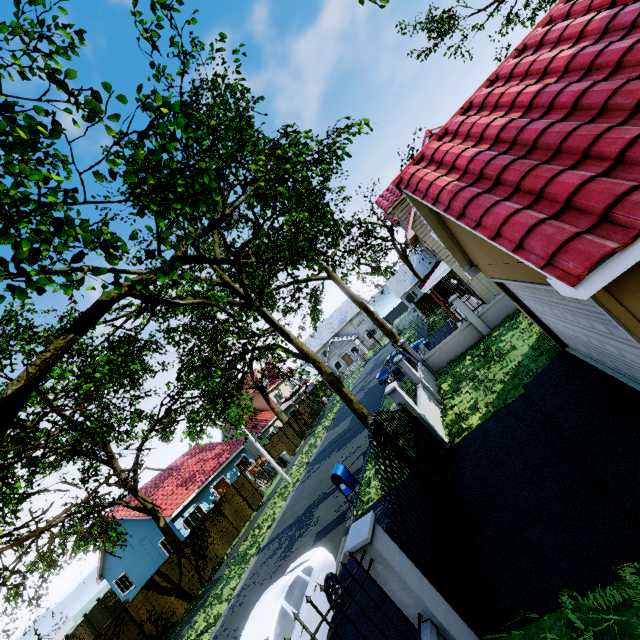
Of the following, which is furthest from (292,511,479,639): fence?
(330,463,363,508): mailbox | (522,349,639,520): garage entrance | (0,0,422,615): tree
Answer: (330,463,363,508): mailbox

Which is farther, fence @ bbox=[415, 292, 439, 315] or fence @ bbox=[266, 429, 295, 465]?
fence @ bbox=[415, 292, 439, 315]

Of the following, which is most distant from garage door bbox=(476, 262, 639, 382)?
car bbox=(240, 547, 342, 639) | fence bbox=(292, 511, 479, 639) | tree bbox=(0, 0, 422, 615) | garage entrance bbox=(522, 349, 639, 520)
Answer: car bbox=(240, 547, 342, 639)

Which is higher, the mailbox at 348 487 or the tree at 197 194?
the tree at 197 194

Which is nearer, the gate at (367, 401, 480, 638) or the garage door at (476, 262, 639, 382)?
the garage door at (476, 262, 639, 382)

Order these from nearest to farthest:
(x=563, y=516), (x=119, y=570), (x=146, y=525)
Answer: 1. (x=563, y=516)
2. (x=146, y=525)
3. (x=119, y=570)

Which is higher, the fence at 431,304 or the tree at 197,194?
the tree at 197,194

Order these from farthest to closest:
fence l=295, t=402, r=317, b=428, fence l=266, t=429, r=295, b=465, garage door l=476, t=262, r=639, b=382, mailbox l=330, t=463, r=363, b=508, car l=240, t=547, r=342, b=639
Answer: fence l=295, t=402, r=317, b=428, fence l=266, t=429, r=295, b=465, mailbox l=330, t=463, r=363, b=508, car l=240, t=547, r=342, b=639, garage door l=476, t=262, r=639, b=382
